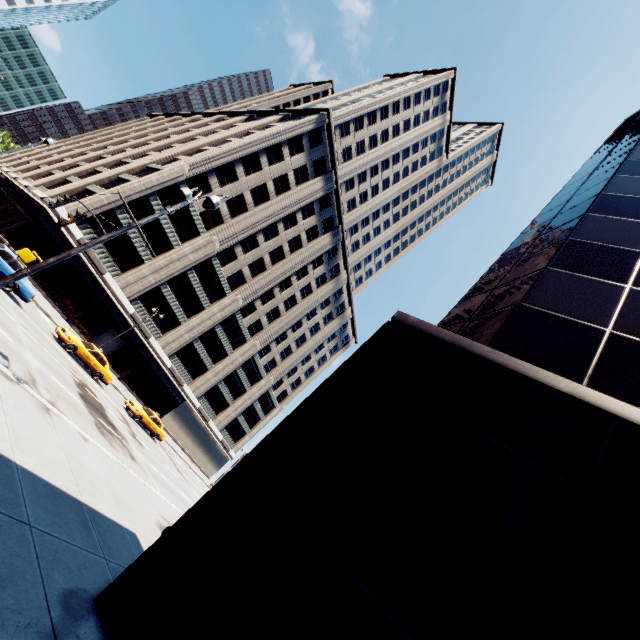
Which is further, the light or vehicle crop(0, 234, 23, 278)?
vehicle crop(0, 234, 23, 278)

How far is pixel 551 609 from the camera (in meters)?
4.20

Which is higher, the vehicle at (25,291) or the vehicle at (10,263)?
the vehicle at (10,263)

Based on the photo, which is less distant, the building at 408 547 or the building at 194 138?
the building at 408 547

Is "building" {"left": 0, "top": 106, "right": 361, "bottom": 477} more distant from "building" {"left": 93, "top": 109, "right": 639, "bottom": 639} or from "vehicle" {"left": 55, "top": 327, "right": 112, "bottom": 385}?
"building" {"left": 93, "top": 109, "right": 639, "bottom": 639}

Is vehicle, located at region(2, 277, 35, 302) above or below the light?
below

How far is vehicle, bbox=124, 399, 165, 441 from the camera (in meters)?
26.94

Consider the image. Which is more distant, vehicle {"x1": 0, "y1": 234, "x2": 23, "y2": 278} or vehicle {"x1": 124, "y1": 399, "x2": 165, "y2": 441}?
vehicle {"x1": 124, "y1": 399, "x2": 165, "y2": 441}
